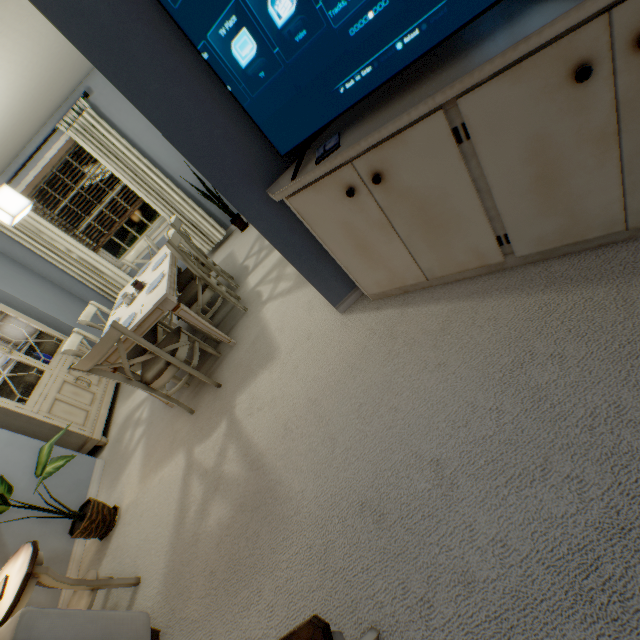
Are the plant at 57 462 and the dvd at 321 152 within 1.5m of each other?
no

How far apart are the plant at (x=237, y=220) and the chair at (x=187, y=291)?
1.8 meters

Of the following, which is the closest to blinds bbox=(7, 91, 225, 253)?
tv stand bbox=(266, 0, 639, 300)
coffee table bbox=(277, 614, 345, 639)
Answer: tv stand bbox=(266, 0, 639, 300)

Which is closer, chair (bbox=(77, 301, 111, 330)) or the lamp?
the lamp

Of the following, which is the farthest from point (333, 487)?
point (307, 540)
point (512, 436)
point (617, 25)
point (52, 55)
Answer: point (52, 55)

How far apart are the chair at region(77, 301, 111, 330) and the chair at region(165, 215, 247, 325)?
0.4 meters

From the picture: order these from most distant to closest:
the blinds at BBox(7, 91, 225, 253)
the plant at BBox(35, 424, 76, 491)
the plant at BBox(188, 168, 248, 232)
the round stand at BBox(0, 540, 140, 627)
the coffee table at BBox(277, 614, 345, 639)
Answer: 1. the plant at BBox(188, 168, 248, 232)
2. the blinds at BBox(7, 91, 225, 253)
3. the plant at BBox(35, 424, 76, 491)
4. the round stand at BBox(0, 540, 140, 627)
5. the coffee table at BBox(277, 614, 345, 639)

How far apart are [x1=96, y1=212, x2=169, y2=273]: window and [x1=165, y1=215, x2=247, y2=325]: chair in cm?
220
